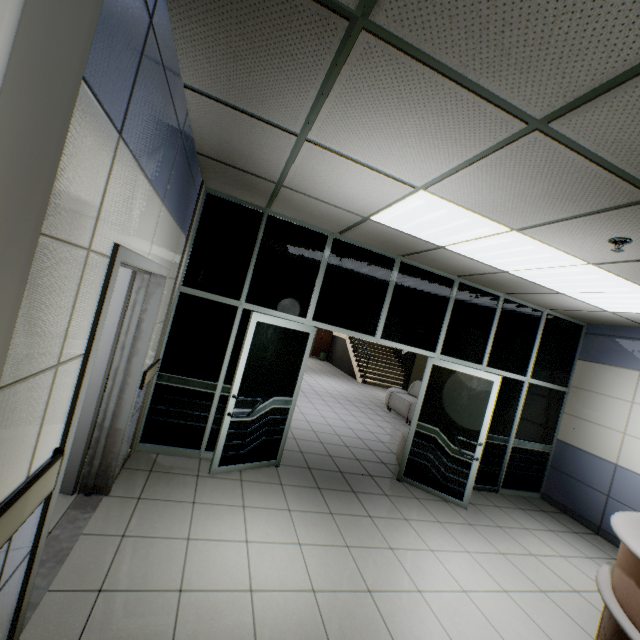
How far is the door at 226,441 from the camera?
3.8 meters

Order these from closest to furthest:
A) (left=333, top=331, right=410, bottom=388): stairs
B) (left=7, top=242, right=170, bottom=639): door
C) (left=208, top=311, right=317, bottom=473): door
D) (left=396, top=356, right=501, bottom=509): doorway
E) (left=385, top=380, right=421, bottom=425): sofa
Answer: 1. (left=7, top=242, right=170, bottom=639): door
2. (left=208, top=311, right=317, bottom=473): door
3. (left=396, top=356, right=501, bottom=509): doorway
4. (left=385, top=380, right=421, bottom=425): sofa
5. (left=333, top=331, right=410, bottom=388): stairs

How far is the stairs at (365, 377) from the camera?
13.9 meters

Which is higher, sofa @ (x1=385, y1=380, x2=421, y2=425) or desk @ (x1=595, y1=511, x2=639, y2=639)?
desk @ (x1=595, y1=511, x2=639, y2=639)

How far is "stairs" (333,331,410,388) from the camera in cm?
1393

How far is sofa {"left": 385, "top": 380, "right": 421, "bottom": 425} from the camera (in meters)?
8.61

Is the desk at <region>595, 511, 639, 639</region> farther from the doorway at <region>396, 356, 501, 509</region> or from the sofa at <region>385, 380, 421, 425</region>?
the sofa at <region>385, 380, 421, 425</region>

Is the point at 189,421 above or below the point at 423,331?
below
